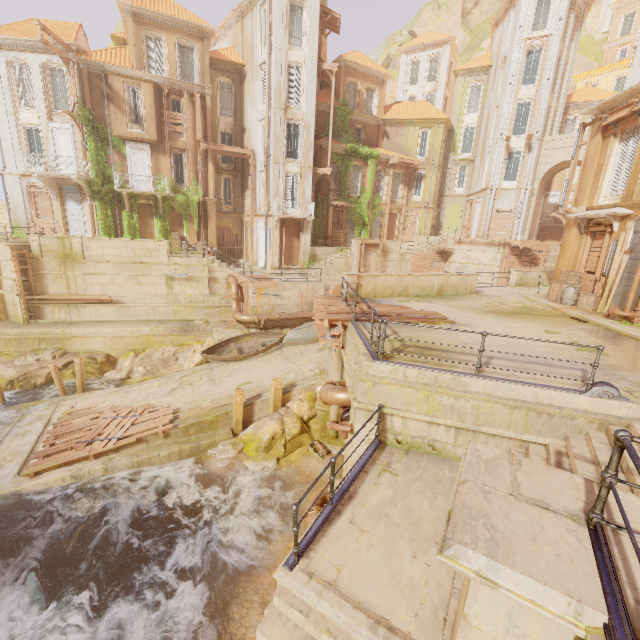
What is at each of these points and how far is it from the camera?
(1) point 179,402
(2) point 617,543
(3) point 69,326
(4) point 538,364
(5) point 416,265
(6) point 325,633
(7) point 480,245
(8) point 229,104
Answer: (1) walkway, 16.0 meters
(2) pillar, 2.4 meters
(3) building, 20.9 meters
(4) building, 7.8 meters
(5) wood, 30.2 meters
(6) stairs, 4.0 meters
(7) building, 29.4 meters
(8) window, 28.3 meters

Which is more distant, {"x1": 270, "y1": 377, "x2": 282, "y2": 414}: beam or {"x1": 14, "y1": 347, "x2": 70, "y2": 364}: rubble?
{"x1": 14, "y1": 347, "x2": 70, "y2": 364}: rubble

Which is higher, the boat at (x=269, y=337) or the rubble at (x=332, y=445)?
the boat at (x=269, y=337)

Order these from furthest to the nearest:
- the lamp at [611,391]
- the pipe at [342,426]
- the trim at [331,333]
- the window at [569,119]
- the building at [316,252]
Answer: the window at [569,119]
the building at [316,252]
the trim at [331,333]
the pipe at [342,426]
the lamp at [611,391]

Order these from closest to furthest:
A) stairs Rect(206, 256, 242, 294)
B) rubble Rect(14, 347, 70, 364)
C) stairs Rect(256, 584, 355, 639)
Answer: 1. stairs Rect(256, 584, 355, 639)
2. rubble Rect(14, 347, 70, 364)
3. stairs Rect(206, 256, 242, 294)

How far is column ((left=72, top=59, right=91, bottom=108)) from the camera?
22.18m

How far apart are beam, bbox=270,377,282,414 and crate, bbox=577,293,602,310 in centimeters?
1378cm

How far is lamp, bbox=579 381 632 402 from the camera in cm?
612
